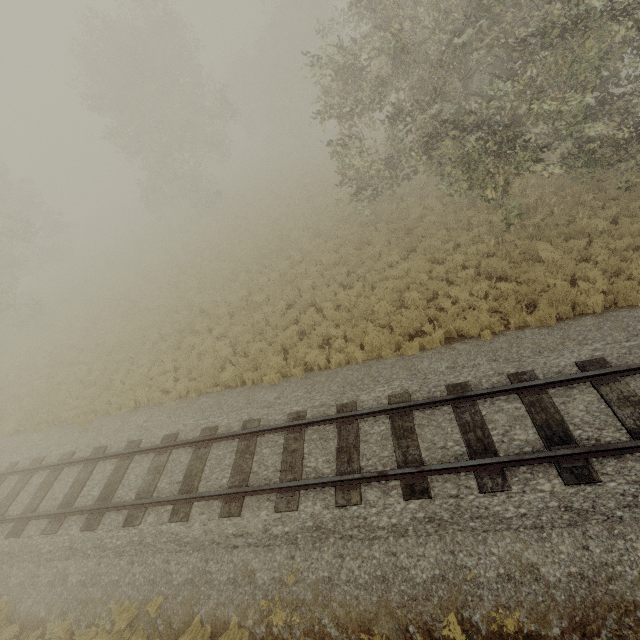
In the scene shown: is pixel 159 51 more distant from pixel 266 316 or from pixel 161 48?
pixel 266 316
